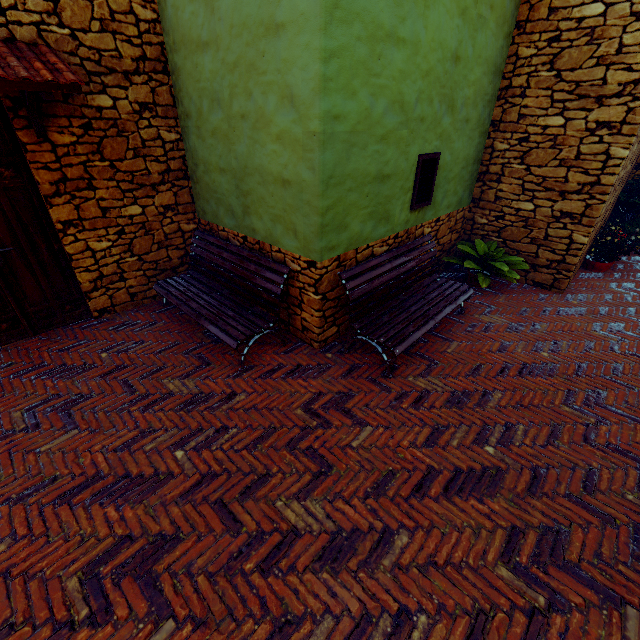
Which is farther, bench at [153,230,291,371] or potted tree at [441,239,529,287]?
potted tree at [441,239,529,287]

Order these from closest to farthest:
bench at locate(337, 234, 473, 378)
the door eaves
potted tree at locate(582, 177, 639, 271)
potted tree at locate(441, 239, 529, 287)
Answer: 1. the door eaves
2. bench at locate(337, 234, 473, 378)
3. potted tree at locate(441, 239, 529, 287)
4. potted tree at locate(582, 177, 639, 271)

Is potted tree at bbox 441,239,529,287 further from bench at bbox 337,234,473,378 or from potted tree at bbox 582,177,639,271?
potted tree at bbox 582,177,639,271

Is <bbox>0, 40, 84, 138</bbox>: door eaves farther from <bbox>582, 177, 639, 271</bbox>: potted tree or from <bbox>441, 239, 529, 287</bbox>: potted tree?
<bbox>582, 177, 639, 271</bbox>: potted tree

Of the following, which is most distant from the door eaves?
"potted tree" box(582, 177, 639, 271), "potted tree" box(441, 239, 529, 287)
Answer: "potted tree" box(582, 177, 639, 271)

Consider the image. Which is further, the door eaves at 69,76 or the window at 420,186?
the window at 420,186

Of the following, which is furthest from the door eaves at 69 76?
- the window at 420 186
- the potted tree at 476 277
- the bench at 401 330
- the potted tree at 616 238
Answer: the potted tree at 616 238

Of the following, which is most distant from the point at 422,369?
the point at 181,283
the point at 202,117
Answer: the point at 202,117
